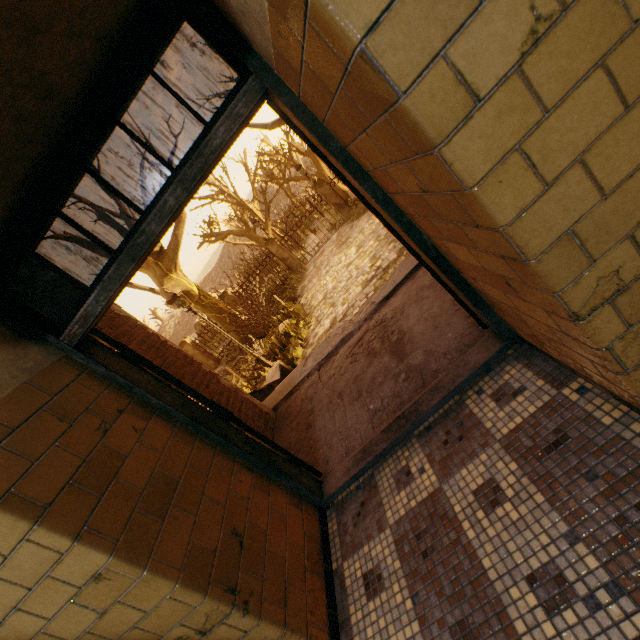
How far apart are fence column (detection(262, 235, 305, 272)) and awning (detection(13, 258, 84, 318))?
14.0m

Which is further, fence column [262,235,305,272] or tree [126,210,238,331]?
fence column [262,235,305,272]

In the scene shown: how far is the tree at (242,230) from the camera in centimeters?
1981cm

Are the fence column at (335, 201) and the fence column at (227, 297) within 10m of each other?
yes

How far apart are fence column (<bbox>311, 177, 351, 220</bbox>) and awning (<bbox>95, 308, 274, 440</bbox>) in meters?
14.0 m

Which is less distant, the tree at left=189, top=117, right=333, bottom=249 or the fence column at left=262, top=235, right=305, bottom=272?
the fence column at left=262, top=235, right=305, bottom=272

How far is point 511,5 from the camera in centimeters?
72cm

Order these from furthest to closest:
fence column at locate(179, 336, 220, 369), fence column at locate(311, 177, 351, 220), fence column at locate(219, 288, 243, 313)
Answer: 1. fence column at locate(179, 336, 220, 369)
2. fence column at locate(219, 288, 243, 313)
3. fence column at locate(311, 177, 351, 220)
